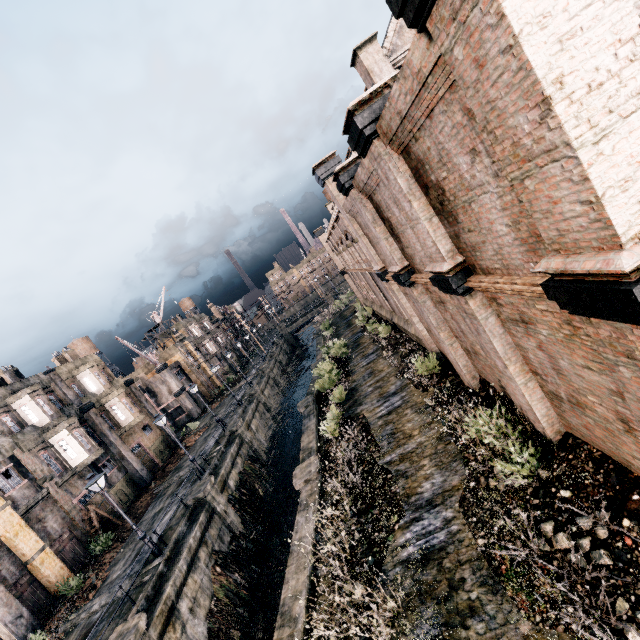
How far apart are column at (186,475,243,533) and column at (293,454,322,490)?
7.62m

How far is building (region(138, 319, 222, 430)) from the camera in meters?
46.9 m

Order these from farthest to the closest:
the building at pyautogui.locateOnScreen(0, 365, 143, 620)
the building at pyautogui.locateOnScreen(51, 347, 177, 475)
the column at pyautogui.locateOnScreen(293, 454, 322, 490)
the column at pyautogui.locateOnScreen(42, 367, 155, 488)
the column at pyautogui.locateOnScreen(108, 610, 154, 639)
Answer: the building at pyautogui.locateOnScreen(51, 347, 177, 475), the column at pyautogui.locateOnScreen(42, 367, 155, 488), the building at pyautogui.locateOnScreen(0, 365, 143, 620), the column at pyautogui.locateOnScreen(293, 454, 322, 490), the column at pyautogui.locateOnScreen(108, 610, 154, 639)

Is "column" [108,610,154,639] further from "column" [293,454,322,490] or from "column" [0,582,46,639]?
"column" [0,582,46,639]

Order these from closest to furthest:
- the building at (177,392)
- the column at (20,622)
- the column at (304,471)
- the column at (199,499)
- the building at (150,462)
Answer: the column at (304,471), the column at (20,622), the column at (199,499), the building at (150,462), the building at (177,392)

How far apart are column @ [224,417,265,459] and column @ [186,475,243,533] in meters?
7.0 m

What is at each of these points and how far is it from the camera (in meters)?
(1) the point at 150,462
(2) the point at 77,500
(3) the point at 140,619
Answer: (1) building, 32.91
(2) building, 24.33
(3) column, 12.82

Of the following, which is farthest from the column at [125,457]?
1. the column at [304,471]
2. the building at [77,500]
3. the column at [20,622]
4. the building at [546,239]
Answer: the building at [546,239]
